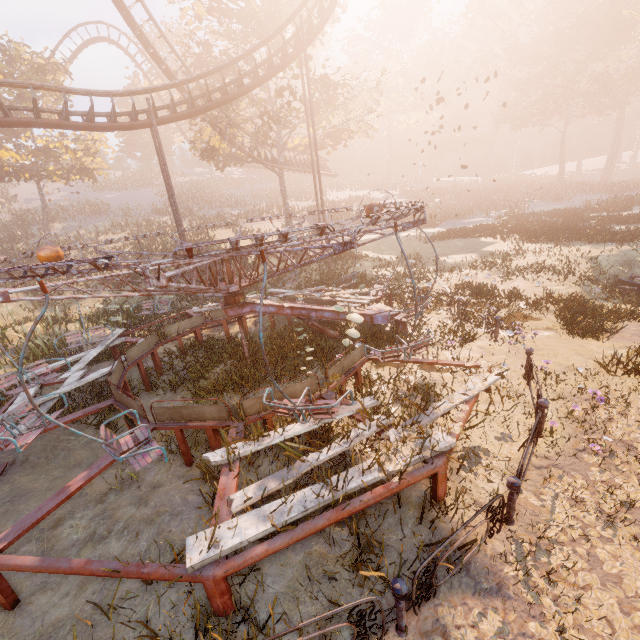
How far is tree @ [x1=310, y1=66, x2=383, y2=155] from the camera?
22.5m

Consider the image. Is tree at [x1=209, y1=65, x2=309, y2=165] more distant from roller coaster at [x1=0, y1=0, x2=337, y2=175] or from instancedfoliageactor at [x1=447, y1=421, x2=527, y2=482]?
instancedfoliageactor at [x1=447, y1=421, x2=527, y2=482]

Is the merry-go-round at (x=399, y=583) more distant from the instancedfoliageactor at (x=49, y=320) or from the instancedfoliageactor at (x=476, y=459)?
the instancedfoliageactor at (x=49, y=320)

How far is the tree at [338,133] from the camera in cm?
2250

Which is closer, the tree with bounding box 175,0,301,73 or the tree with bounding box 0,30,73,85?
the tree with bounding box 175,0,301,73

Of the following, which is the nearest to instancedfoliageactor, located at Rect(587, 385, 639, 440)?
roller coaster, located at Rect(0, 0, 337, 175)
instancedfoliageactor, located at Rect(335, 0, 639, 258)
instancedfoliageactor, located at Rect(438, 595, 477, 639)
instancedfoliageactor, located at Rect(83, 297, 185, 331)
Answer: instancedfoliageactor, located at Rect(438, 595, 477, 639)

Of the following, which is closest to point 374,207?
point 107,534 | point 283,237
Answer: point 283,237

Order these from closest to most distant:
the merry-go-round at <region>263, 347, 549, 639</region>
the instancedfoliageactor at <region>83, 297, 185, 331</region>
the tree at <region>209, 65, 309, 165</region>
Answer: the merry-go-round at <region>263, 347, 549, 639</region> < the instancedfoliageactor at <region>83, 297, 185, 331</region> < the tree at <region>209, 65, 309, 165</region>
